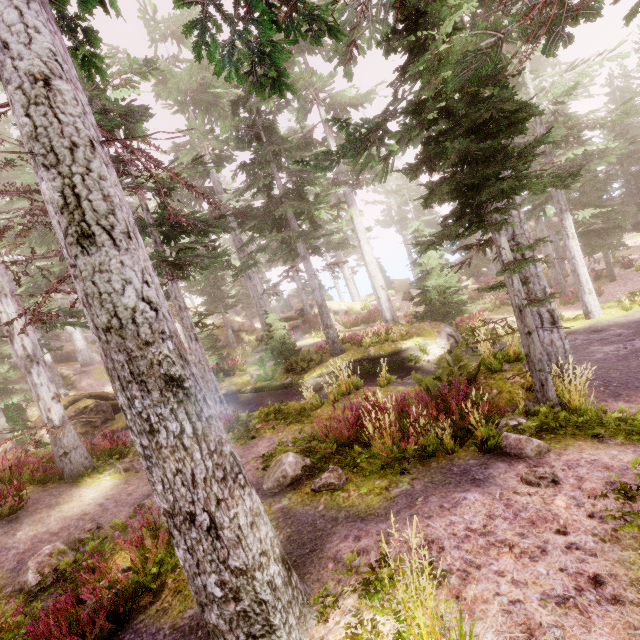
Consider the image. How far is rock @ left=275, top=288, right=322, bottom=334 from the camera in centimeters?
3144cm

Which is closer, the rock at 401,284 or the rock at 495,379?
the rock at 495,379

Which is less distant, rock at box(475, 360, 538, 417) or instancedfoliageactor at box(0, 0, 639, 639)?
Answer: instancedfoliageactor at box(0, 0, 639, 639)

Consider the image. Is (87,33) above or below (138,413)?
above

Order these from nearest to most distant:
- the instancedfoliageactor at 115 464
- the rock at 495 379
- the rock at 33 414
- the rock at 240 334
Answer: the instancedfoliageactor at 115 464 < the rock at 495 379 < the rock at 33 414 < the rock at 240 334

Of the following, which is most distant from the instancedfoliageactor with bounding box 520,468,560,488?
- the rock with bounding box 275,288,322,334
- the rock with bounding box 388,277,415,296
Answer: the rock with bounding box 388,277,415,296

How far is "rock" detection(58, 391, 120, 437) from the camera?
19.0m

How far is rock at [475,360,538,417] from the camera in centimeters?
710cm
